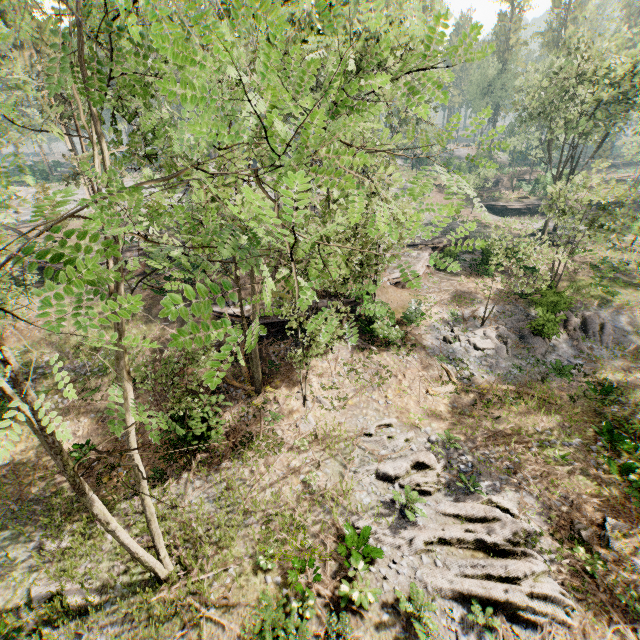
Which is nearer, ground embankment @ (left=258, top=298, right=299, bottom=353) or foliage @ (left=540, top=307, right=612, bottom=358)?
foliage @ (left=540, top=307, right=612, bottom=358)

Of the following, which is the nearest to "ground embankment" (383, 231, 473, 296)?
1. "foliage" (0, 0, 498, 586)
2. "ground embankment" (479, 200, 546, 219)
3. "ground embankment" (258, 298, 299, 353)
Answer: "ground embankment" (479, 200, 546, 219)

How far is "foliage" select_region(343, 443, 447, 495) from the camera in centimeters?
1356cm

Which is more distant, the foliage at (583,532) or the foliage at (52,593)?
the foliage at (583,532)

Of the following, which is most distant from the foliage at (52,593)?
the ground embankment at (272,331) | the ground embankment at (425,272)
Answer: the ground embankment at (425,272)

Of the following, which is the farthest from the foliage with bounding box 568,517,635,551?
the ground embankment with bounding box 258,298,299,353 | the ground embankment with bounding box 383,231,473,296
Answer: the ground embankment with bounding box 383,231,473,296

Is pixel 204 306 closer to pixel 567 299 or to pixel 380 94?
pixel 380 94
